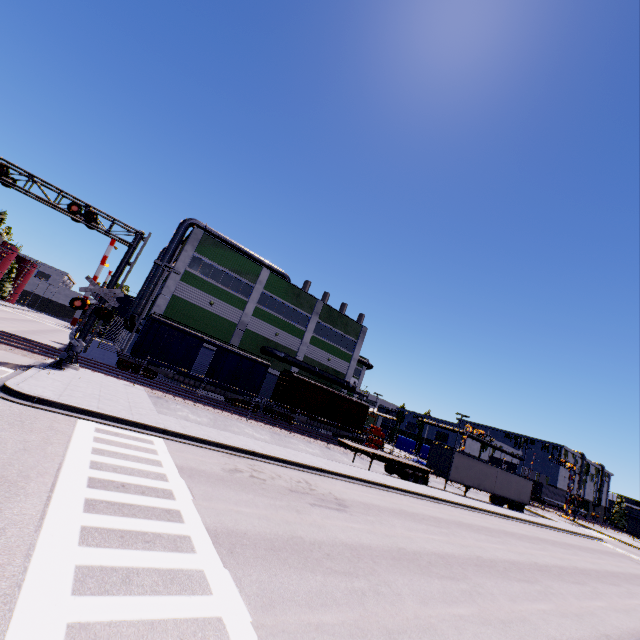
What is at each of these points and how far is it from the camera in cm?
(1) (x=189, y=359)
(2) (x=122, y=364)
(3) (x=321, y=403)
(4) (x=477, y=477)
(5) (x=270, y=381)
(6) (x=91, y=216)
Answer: (1) cargo car, 2675
(2) bogie, 2431
(3) cargo car, 3384
(4) semi trailer, 3139
(5) roll-up door, 3653
(6) railroad crossing overhang, 1834

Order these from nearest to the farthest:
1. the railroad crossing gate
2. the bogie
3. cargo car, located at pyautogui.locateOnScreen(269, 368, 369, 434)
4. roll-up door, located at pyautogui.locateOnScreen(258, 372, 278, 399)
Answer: the railroad crossing gate, the bogie, cargo car, located at pyautogui.locateOnScreen(269, 368, 369, 434), roll-up door, located at pyautogui.locateOnScreen(258, 372, 278, 399)

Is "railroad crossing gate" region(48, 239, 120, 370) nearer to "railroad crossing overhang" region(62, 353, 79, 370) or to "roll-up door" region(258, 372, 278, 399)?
"railroad crossing overhang" region(62, 353, 79, 370)

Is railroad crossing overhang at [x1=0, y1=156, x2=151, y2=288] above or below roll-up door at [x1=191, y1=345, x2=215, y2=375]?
above

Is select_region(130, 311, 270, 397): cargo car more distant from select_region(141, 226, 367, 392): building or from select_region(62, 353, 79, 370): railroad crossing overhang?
select_region(62, 353, 79, 370): railroad crossing overhang

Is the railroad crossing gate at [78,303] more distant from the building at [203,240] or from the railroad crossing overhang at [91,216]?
the building at [203,240]

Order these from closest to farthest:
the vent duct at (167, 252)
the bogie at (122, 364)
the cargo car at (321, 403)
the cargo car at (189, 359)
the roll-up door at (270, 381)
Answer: the bogie at (122, 364) → the cargo car at (189, 359) → the vent duct at (167, 252) → the cargo car at (321, 403) → the roll-up door at (270, 381)

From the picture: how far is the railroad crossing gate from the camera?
17.1m
